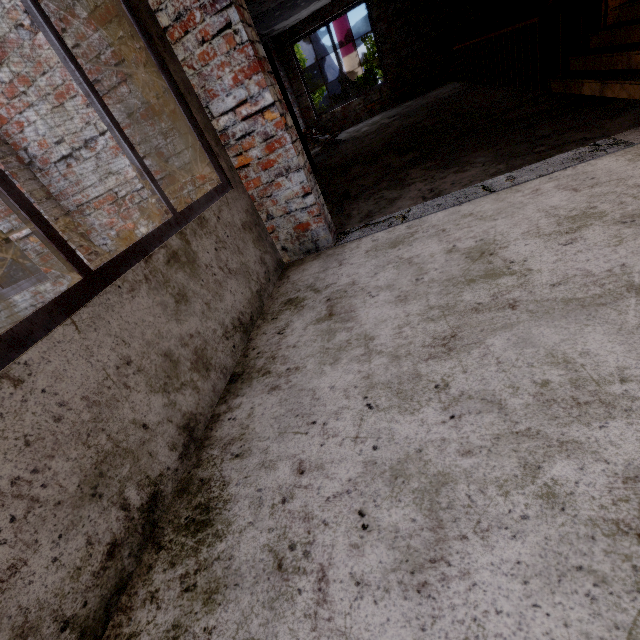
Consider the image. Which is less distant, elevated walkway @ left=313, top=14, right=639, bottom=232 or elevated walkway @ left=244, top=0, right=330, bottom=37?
elevated walkway @ left=313, top=14, right=639, bottom=232

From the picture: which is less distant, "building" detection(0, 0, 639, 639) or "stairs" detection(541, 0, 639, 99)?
"building" detection(0, 0, 639, 639)

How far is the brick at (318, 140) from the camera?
10.2 meters

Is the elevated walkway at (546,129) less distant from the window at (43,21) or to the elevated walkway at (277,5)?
the window at (43,21)

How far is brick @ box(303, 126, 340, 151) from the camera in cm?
1015

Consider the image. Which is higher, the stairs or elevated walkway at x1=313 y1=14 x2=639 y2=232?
the stairs

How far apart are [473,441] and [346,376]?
0.6m

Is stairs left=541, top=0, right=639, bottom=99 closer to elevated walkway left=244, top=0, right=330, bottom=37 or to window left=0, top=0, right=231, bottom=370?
elevated walkway left=244, top=0, right=330, bottom=37
